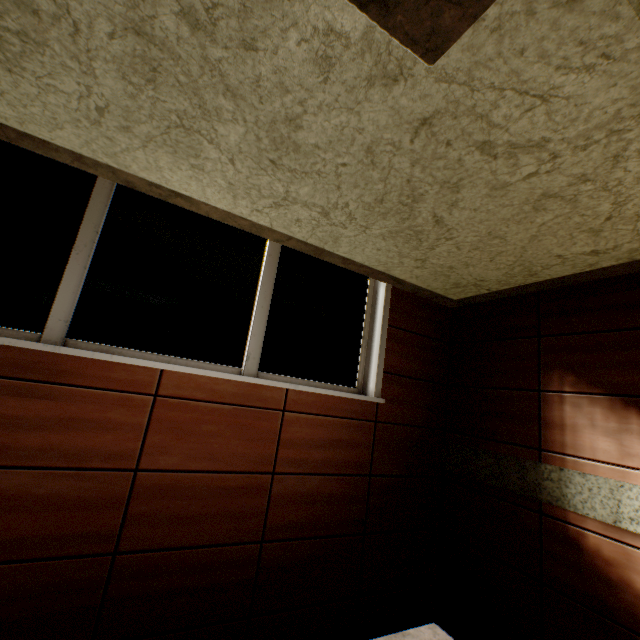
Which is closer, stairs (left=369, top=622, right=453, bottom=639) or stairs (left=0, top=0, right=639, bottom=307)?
stairs (left=0, top=0, right=639, bottom=307)

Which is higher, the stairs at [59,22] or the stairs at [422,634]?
the stairs at [59,22]

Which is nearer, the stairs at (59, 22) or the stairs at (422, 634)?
the stairs at (59, 22)

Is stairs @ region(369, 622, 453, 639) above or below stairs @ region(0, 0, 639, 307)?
below

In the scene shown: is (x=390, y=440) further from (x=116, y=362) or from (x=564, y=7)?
(x=564, y=7)
